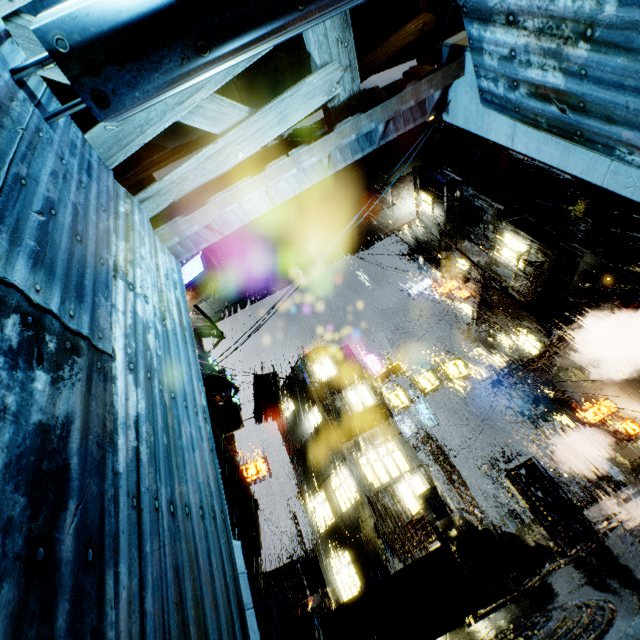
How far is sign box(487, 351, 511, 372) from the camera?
28.4 meters

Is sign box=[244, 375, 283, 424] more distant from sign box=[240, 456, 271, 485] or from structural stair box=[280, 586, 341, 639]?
sign box=[240, 456, 271, 485]

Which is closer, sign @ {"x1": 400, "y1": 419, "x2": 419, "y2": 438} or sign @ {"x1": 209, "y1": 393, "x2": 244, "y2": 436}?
sign @ {"x1": 209, "y1": 393, "x2": 244, "y2": 436}

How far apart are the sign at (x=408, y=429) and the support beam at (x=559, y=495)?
16.77m

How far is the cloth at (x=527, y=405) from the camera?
23.2m

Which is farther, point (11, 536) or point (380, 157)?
point (380, 157)

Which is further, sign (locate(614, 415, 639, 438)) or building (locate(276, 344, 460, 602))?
sign (locate(614, 415, 639, 438))

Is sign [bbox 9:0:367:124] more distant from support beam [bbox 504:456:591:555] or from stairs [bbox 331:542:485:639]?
support beam [bbox 504:456:591:555]
